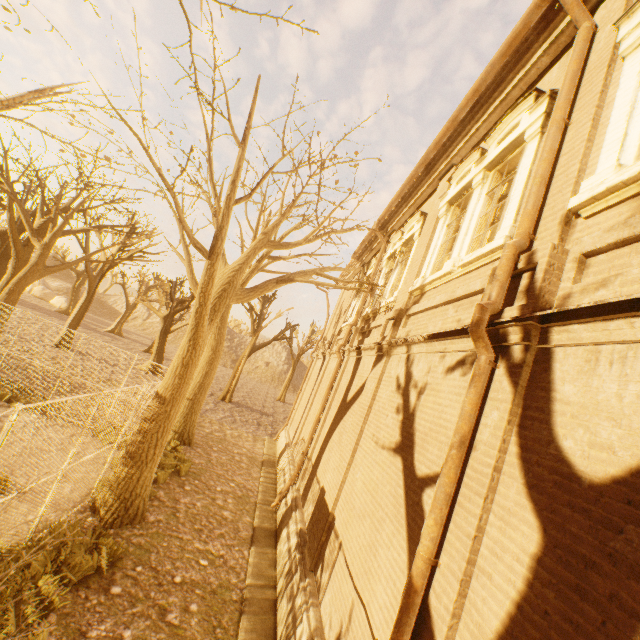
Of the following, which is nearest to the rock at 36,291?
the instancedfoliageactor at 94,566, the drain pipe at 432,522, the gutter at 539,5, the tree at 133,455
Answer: the tree at 133,455

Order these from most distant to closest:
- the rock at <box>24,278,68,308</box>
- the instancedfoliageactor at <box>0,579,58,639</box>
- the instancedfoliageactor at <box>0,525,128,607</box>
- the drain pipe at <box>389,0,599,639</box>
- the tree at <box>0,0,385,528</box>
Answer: the rock at <box>24,278,68,308</box>
the tree at <box>0,0,385,528</box>
the instancedfoliageactor at <box>0,525,128,607</box>
the instancedfoliageactor at <box>0,579,58,639</box>
the drain pipe at <box>389,0,599,639</box>

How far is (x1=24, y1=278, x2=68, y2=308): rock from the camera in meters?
45.3 m

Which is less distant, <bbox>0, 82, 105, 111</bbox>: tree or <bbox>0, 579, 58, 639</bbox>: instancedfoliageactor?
<bbox>0, 82, 105, 111</bbox>: tree

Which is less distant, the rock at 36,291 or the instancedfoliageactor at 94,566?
the instancedfoliageactor at 94,566

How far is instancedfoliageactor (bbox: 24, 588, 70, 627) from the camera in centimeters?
439cm

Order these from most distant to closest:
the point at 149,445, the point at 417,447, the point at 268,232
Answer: the point at 268,232 → the point at 149,445 → the point at 417,447

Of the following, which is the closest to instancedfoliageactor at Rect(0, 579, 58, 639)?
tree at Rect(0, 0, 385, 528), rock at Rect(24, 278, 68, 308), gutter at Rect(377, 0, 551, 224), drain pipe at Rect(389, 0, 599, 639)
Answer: tree at Rect(0, 0, 385, 528)
